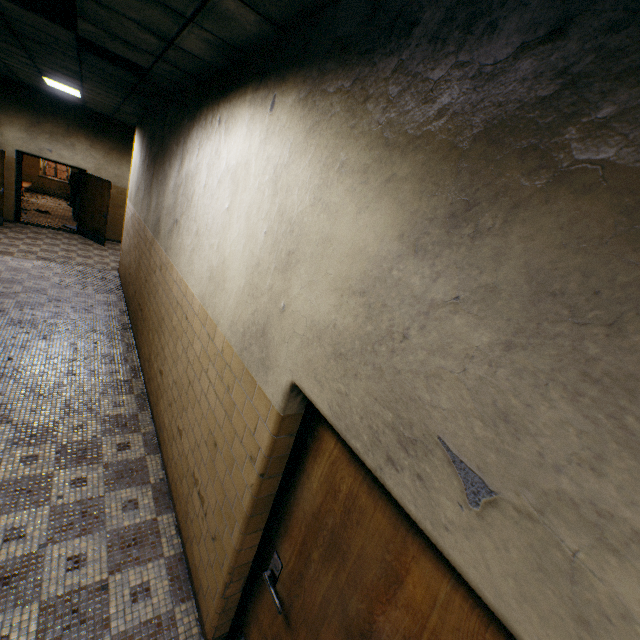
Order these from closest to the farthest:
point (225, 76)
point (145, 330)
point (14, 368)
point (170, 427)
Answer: point (225, 76) < point (170, 427) < point (14, 368) < point (145, 330)

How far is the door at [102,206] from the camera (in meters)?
10.09

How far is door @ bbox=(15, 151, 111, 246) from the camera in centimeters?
1009cm

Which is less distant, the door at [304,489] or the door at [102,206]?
the door at [304,489]

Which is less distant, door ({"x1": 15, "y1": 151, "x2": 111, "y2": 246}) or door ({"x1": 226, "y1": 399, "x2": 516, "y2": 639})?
door ({"x1": 226, "y1": 399, "x2": 516, "y2": 639})
